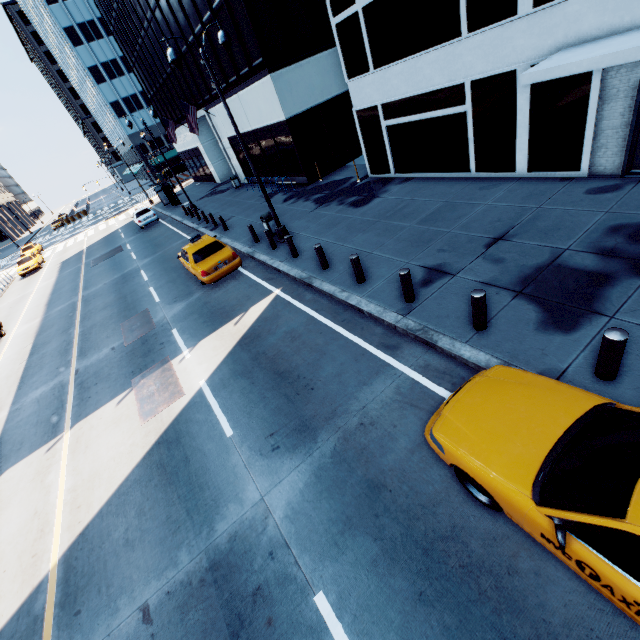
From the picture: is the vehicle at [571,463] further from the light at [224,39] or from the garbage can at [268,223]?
the garbage can at [268,223]

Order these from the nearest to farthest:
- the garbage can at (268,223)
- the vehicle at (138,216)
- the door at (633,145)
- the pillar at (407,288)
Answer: the pillar at (407,288)
the door at (633,145)
the garbage can at (268,223)
the vehicle at (138,216)

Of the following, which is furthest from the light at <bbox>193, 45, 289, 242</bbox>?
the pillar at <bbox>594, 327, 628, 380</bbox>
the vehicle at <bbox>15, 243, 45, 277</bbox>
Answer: the vehicle at <bbox>15, 243, 45, 277</bbox>

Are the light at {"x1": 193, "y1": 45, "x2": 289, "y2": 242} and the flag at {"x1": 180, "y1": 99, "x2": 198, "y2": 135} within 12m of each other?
no

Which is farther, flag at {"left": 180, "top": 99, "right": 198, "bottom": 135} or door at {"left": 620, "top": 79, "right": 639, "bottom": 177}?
flag at {"left": 180, "top": 99, "right": 198, "bottom": 135}

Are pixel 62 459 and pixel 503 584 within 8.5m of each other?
no

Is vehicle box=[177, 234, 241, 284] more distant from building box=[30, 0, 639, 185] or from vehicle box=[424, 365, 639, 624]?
vehicle box=[424, 365, 639, 624]

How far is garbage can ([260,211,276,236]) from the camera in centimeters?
1480cm
